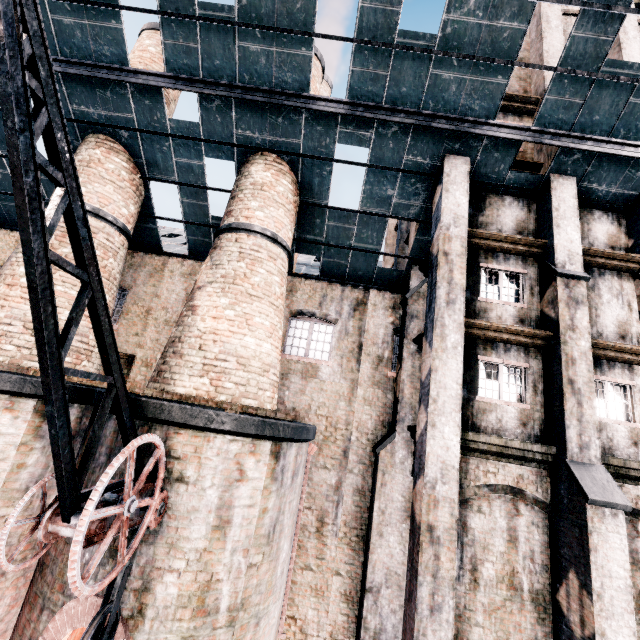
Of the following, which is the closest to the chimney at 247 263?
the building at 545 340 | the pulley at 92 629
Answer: the building at 545 340

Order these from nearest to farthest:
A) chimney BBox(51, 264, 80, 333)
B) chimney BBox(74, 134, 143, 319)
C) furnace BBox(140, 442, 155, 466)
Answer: furnace BBox(140, 442, 155, 466), chimney BBox(51, 264, 80, 333), chimney BBox(74, 134, 143, 319)

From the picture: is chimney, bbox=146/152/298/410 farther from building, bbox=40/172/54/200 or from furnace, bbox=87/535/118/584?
furnace, bbox=87/535/118/584

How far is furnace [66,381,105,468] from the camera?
8.0m

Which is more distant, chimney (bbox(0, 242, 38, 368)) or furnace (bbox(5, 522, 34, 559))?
chimney (bbox(0, 242, 38, 368))

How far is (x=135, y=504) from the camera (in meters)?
5.28

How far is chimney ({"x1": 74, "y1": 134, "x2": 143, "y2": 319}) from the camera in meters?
11.1 m

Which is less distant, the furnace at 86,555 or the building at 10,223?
the furnace at 86,555
